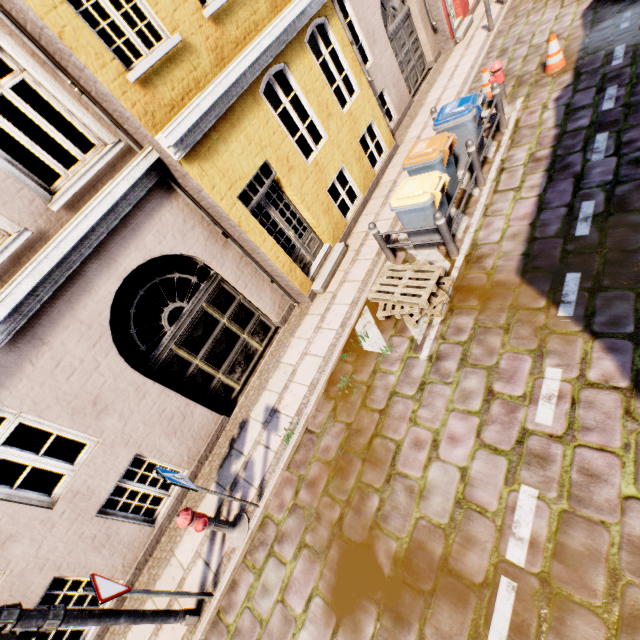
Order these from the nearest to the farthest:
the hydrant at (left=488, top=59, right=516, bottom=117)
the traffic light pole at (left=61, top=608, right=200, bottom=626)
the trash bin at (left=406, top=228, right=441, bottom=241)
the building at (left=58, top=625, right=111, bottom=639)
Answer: the traffic light pole at (left=61, top=608, right=200, bottom=626)
the building at (left=58, top=625, right=111, bottom=639)
the trash bin at (left=406, top=228, right=441, bottom=241)
the hydrant at (left=488, top=59, right=516, bottom=117)

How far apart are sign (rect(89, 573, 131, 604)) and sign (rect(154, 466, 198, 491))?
→ 1.3 meters

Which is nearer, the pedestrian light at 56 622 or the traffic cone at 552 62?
the pedestrian light at 56 622

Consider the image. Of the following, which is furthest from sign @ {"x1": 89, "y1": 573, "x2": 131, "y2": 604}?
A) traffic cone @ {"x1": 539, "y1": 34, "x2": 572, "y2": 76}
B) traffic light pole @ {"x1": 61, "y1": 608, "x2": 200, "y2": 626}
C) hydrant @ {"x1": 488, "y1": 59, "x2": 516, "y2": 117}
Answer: traffic cone @ {"x1": 539, "y1": 34, "x2": 572, "y2": 76}

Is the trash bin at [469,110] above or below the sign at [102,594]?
below

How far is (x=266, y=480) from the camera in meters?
5.6 m

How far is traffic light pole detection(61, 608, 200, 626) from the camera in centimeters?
374cm

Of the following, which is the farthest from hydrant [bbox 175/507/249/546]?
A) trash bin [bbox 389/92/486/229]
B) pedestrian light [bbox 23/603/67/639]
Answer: trash bin [bbox 389/92/486/229]
